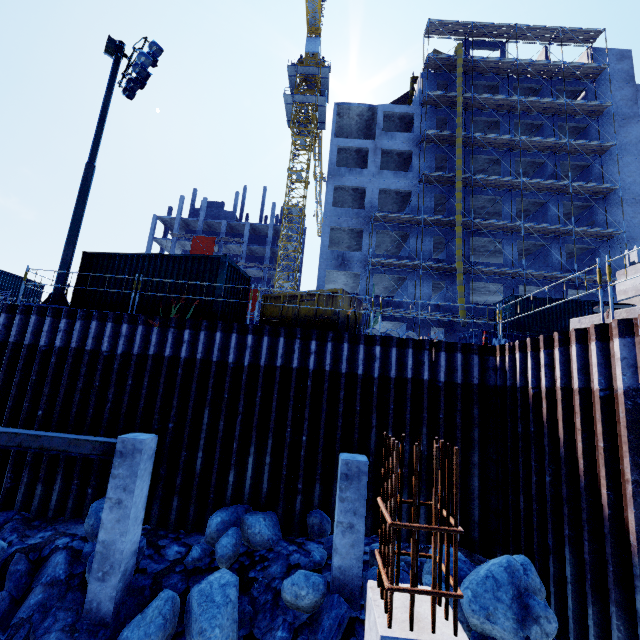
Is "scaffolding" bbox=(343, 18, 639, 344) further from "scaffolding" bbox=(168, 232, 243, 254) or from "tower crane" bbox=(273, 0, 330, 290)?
"tower crane" bbox=(273, 0, 330, 290)

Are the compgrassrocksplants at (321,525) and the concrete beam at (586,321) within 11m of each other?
yes

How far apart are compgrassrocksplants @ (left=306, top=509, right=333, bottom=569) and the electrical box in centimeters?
1848cm

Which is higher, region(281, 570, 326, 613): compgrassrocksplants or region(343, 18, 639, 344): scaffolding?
region(343, 18, 639, 344): scaffolding

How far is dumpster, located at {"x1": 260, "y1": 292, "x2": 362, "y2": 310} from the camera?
11.3m

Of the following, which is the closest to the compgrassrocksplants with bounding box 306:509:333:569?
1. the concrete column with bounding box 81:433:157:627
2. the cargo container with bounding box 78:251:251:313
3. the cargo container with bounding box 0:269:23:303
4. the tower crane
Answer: the concrete column with bounding box 81:433:157:627

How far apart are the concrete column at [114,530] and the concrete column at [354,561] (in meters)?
4.35

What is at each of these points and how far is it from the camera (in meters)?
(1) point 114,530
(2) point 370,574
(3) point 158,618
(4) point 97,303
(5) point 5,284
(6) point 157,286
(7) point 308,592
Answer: (1) concrete column, 6.80
(2) compgrassrocksplants, 6.46
(3) compgrassrocksplants, 6.18
(4) cargo container, 12.07
(5) cargo container, 27.22
(6) cargo container, 11.84
(7) compgrassrocksplants, 6.39
